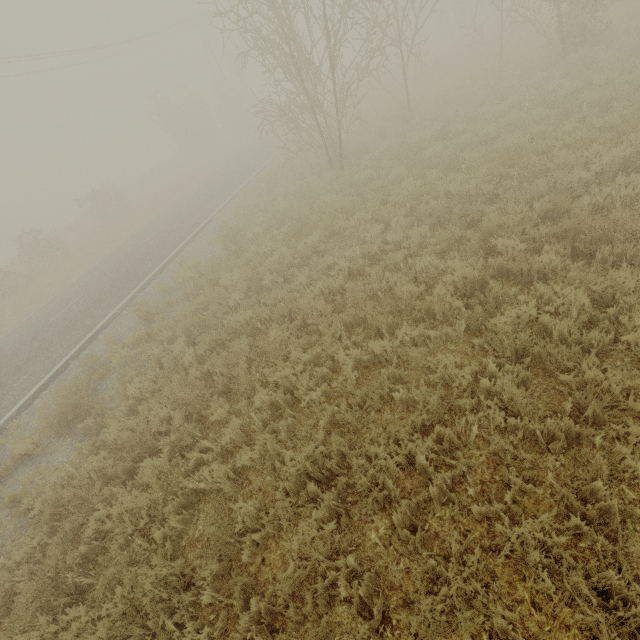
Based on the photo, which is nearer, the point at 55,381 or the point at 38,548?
the point at 38,548
